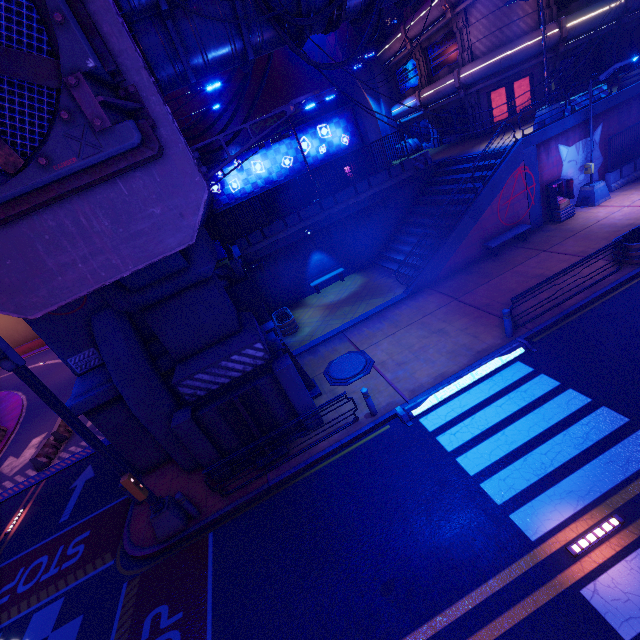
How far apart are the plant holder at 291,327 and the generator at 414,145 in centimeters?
2172cm

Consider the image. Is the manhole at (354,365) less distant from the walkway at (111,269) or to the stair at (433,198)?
the stair at (433,198)

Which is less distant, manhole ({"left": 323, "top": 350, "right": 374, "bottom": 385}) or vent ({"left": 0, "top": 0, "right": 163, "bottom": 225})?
vent ({"left": 0, "top": 0, "right": 163, "bottom": 225})

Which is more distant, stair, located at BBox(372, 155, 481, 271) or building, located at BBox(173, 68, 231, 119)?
building, located at BBox(173, 68, 231, 119)

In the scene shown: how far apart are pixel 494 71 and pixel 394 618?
28.4 meters

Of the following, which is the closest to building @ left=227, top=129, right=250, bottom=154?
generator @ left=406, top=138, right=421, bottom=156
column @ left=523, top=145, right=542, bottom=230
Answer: generator @ left=406, top=138, right=421, bottom=156

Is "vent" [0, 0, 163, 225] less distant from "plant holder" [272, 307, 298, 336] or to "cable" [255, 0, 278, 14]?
"cable" [255, 0, 278, 14]

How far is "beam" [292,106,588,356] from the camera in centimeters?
1550cm
